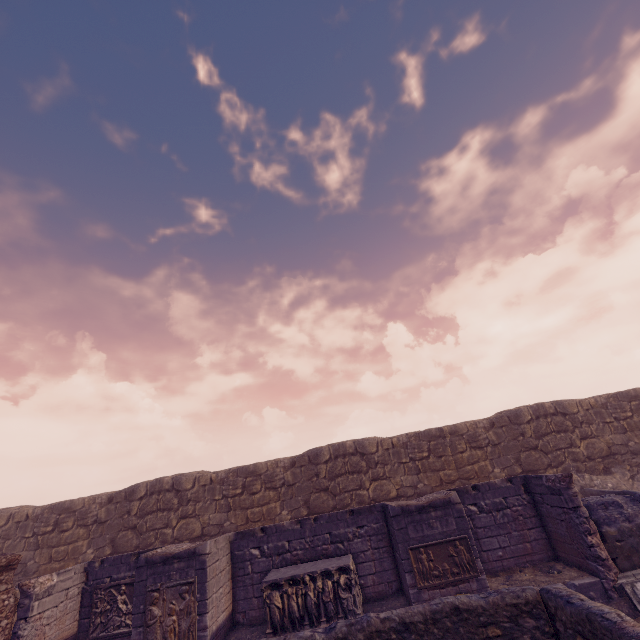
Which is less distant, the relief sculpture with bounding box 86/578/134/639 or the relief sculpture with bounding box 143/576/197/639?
the relief sculpture with bounding box 143/576/197/639

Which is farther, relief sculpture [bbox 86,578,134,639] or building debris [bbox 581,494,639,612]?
relief sculpture [bbox 86,578,134,639]

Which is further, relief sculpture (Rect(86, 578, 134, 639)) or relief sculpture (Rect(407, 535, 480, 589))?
relief sculpture (Rect(86, 578, 134, 639))

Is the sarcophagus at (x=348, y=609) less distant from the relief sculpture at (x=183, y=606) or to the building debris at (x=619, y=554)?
the relief sculpture at (x=183, y=606)

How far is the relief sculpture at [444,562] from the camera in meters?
7.9

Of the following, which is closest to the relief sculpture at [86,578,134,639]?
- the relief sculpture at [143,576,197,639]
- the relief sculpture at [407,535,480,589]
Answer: the relief sculpture at [143,576,197,639]

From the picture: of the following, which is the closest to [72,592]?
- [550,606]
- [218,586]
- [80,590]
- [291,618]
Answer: [80,590]

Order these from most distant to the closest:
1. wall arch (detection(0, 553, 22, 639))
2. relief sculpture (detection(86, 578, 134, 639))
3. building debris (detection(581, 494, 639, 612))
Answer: relief sculpture (detection(86, 578, 134, 639)), wall arch (detection(0, 553, 22, 639)), building debris (detection(581, 494, 639, 612))
